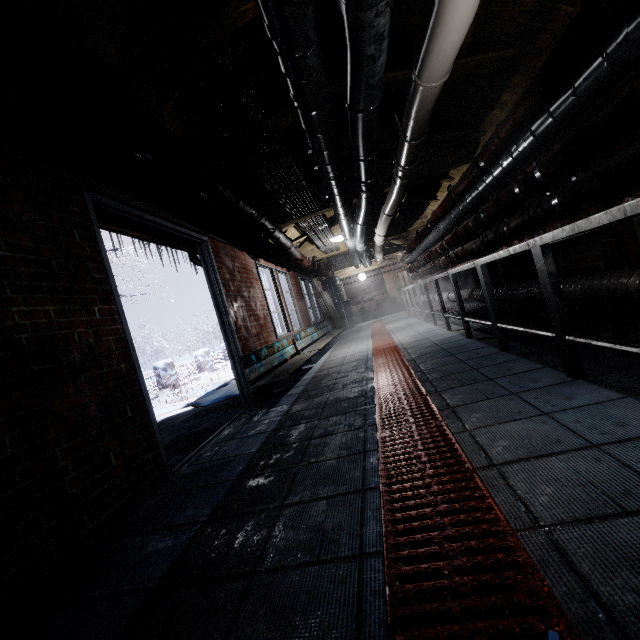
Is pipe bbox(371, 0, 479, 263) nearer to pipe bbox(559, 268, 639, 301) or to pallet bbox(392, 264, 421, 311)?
pipe bbox(559, 268, 639, 301)

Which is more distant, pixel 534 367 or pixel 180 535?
pixel 534 367

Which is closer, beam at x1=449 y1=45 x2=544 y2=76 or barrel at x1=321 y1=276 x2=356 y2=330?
beam at x1=449 y1=45 x2=544 y2=76

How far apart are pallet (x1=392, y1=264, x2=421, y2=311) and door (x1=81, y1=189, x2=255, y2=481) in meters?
9.3 m

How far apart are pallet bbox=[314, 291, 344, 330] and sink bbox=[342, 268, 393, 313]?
2.1m

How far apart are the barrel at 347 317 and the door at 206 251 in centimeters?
817cm

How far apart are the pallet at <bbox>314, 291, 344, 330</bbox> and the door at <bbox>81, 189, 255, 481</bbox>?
6.4 meters

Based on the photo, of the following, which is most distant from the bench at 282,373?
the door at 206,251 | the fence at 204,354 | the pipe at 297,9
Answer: the fence at 204,354
